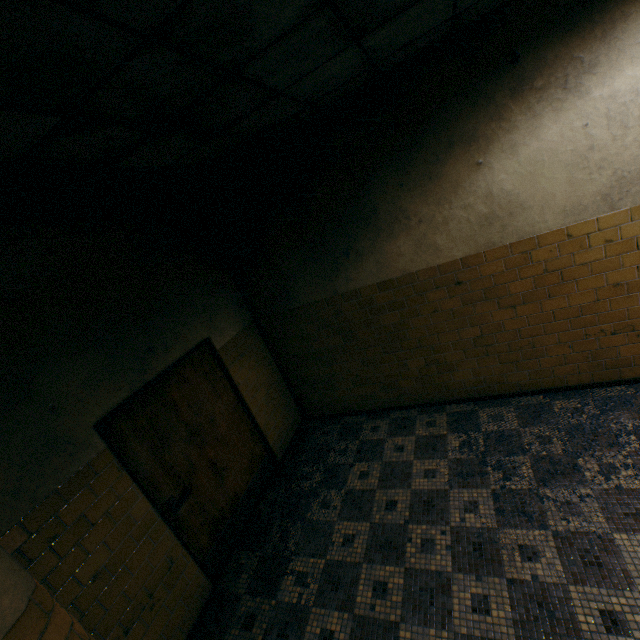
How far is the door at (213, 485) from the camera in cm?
306

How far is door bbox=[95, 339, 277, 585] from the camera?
3.06m

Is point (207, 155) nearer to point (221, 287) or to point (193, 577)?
point (221, 287)
